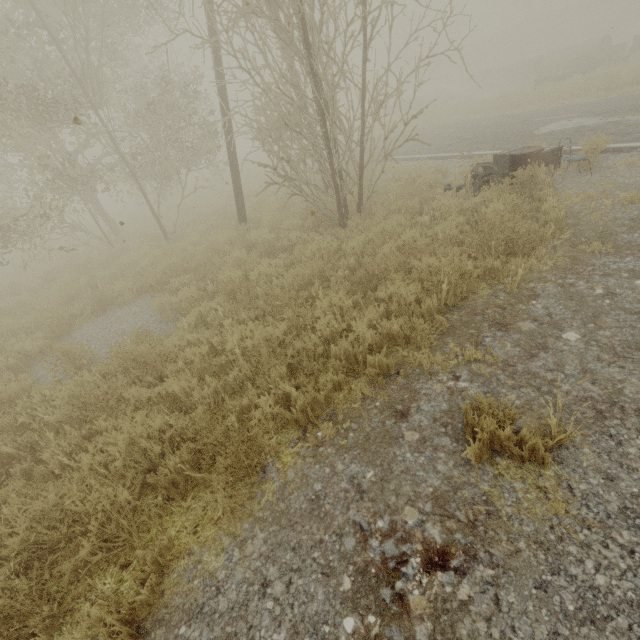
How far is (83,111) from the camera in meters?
43.2 m

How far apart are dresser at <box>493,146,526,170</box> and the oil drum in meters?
0.5 m

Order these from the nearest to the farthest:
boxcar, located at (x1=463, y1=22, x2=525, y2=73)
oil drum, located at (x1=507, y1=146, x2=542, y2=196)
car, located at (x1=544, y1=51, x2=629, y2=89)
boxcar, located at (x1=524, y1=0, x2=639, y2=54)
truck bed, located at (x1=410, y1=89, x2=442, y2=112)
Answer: oil drum, located at (x1=507, y1=146, x2=542, y2=196), car, located at (x1=544, y1=51, x2=629, y2=89), truck bed, located at (x1=410, y1=89, x2=442, y2=112), boxcar, located at (x1=524, y1=0, x2=639, y2=54), boxcar, located at (x1=463, y1=22, x2=525, y2=73)

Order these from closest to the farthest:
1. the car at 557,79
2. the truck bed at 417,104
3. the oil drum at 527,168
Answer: the oil drum at 527,168 → the car at 557,79 → the truck bed at 417,104

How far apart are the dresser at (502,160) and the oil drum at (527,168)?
0.5 meters

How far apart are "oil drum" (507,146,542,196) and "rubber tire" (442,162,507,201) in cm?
2

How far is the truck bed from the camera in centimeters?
3079cm

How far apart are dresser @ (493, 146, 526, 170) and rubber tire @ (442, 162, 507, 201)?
0.2m
